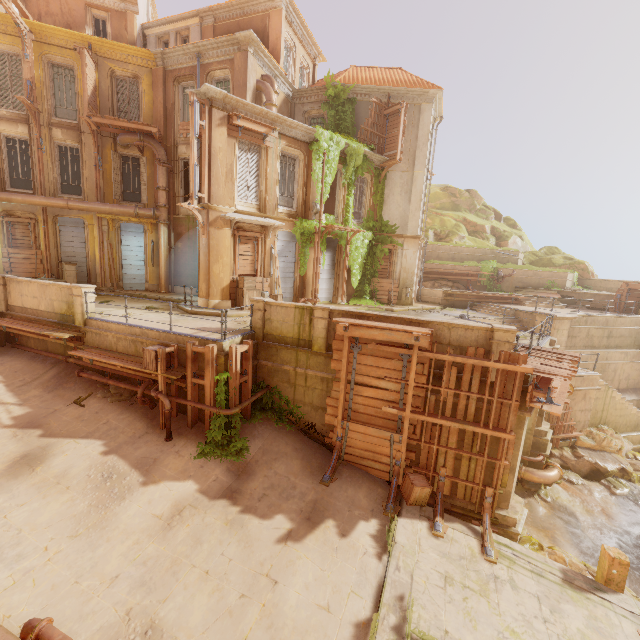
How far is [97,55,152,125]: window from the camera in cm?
1705

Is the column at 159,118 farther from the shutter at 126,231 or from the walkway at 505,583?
the walkway at 505,583

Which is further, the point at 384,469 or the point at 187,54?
the point at 187,54

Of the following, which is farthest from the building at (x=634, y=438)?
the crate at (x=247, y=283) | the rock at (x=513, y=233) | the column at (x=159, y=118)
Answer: the column at (x=159, y=118)

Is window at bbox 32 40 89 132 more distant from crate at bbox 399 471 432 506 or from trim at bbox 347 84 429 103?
crate at bbox 399 471 432 506

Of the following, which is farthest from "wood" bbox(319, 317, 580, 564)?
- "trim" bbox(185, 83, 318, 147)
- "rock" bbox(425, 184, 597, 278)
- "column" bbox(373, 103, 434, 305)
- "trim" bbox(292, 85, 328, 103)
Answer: "rock" bbox(425, 184, 597, 278)

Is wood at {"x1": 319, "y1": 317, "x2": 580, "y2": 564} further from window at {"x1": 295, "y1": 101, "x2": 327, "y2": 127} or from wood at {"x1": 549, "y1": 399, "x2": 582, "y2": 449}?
window at {"x1": 295, "y1": 101, "x2": 327, "y2": 127}

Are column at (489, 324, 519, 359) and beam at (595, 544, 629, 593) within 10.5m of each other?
yes
